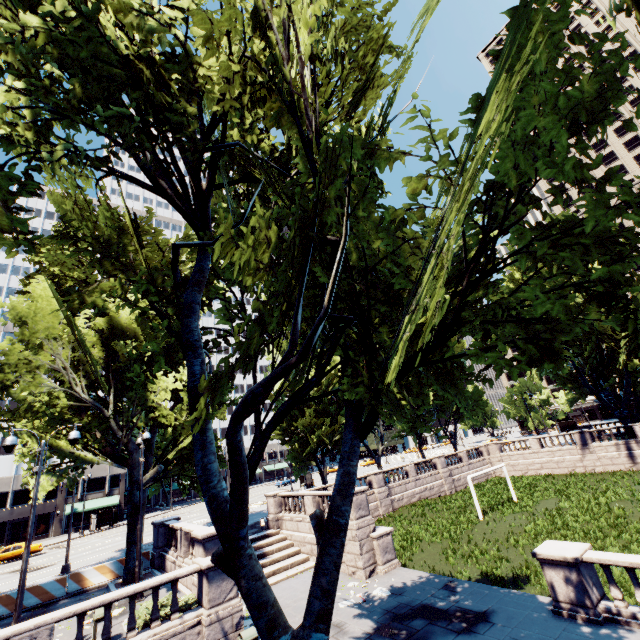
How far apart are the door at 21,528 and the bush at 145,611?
50.21m

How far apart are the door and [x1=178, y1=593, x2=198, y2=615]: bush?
50.2m

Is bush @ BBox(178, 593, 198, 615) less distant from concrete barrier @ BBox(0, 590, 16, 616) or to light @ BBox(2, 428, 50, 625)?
light @ BBox(2, 428, 50, 625)

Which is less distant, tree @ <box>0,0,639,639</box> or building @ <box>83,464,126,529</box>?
tree @ <box>0,0,639,639</box>

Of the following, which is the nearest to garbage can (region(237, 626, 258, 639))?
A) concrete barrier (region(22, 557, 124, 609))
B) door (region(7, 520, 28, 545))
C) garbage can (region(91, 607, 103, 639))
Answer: garbage can (region(91, 607, 103, 639))

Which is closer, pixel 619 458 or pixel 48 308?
pixel 48 308

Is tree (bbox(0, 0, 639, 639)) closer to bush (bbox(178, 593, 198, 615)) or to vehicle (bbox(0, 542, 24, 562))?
bush (bbox(178, 593, 198, 615))

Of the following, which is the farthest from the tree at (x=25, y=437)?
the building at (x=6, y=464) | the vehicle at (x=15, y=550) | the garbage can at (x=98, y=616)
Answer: the vehicle at (x=15, y=550)
